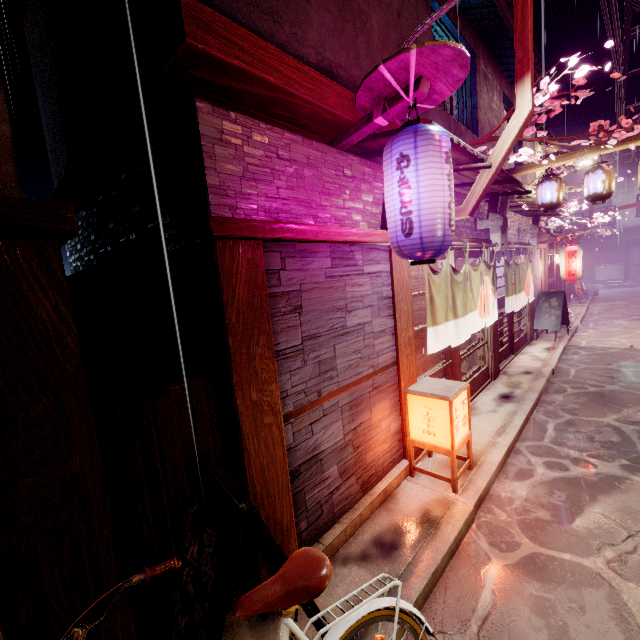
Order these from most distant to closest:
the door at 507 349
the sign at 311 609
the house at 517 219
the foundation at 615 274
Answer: the foundation at 615 274
the house at 517 219
the door at 507 349
the sign at 311 609

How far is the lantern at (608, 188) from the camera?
11.2m

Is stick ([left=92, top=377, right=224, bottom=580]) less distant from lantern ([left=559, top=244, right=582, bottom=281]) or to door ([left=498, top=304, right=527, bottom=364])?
door ([left=498, top=304, right=527, bottom=364])

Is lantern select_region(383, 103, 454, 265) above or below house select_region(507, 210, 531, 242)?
below

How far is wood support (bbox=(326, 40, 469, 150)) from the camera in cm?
439

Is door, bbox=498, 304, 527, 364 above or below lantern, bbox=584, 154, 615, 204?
below

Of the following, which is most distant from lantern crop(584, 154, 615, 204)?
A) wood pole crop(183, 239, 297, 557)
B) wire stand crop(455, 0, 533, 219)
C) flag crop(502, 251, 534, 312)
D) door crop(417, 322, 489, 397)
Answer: wood pole crop(183, 239, 297, 557)

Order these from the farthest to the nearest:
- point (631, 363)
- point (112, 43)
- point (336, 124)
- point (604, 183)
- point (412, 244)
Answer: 1. point (631, 363)
2. point (604, 183)
3. point (336, 124)
4. point (112, 43)
5. point (412, 244)
